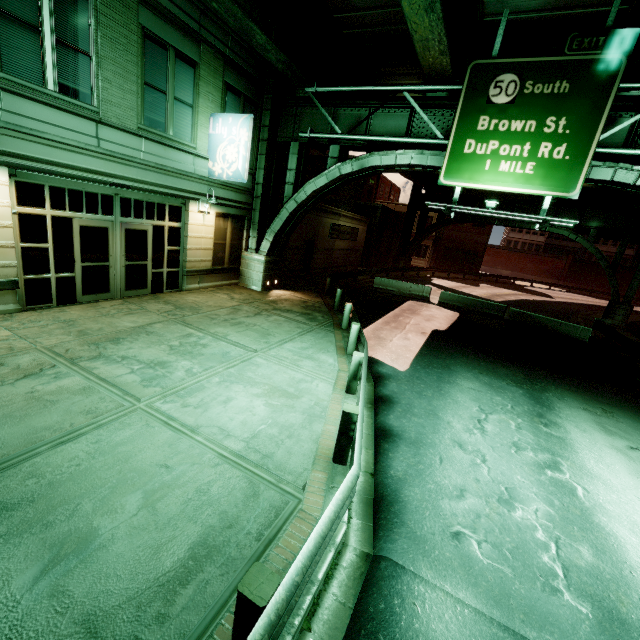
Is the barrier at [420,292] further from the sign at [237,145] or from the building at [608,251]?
the building at [608,251]

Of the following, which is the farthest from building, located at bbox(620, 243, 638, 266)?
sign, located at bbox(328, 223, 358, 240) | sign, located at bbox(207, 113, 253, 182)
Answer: sign, located at bbox(207, 113, 253, 182)

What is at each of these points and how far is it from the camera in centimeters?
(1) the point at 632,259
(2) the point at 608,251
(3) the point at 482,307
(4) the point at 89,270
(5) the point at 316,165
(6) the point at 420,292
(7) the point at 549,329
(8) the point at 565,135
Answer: (1) building, 5825cm
(2) building, 5953cm
(3) barrier, 2033cm
(4) building, 1022cm
(5) building, 3291cm
(6) barrier, 2227cm
(7) barrier, 1800cm
(8) sign, 962cm

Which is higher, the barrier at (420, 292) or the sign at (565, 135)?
the sign at (565, 135)

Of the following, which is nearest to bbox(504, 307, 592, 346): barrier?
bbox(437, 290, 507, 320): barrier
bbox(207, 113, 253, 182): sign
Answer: bbox(437, 290, 507, 320): barrier

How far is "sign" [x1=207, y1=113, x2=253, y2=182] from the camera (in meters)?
11.80

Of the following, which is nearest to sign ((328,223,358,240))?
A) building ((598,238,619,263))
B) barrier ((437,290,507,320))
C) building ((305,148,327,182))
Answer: building ((305,148,327,182))

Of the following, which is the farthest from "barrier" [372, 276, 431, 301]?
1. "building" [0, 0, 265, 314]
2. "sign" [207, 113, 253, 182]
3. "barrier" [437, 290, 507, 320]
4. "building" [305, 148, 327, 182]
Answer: "sign" [207, 113, 253, 182]
